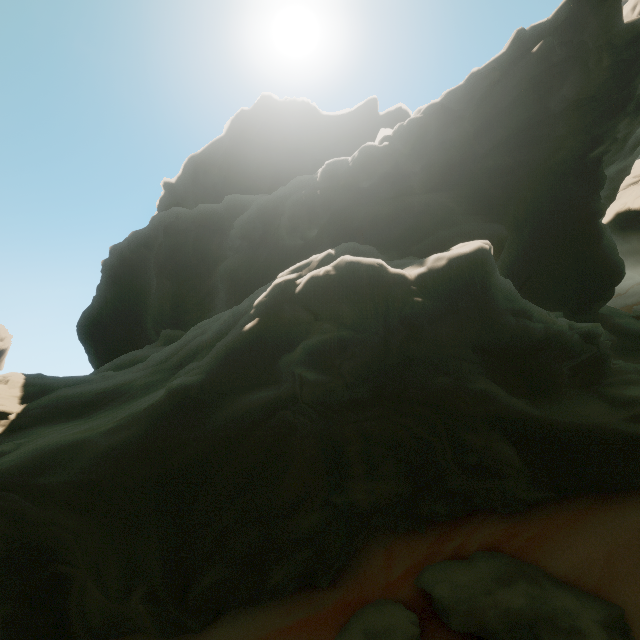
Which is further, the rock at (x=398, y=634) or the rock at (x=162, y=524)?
the rock at (x=162, y=524)

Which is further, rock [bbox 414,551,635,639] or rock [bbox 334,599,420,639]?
rock [bbox 334,599,420,639]

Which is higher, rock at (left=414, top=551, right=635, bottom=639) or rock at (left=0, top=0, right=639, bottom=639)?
rock at (left=0, top=0, right=639, bottom=639)

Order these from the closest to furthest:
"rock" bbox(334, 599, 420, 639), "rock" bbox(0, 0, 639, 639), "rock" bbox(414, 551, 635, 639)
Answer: "rock" bbox(414, 551, 635, 639), "rock" bbox(334, 599, 420, 639), "rock" bbox(0, 0, 639, 639)

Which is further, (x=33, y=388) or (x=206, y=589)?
(x=33, y=388)

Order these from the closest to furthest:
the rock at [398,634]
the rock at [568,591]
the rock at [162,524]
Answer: the rock at [568,591] → the rock at [398,634] → the rock at [162,524]
